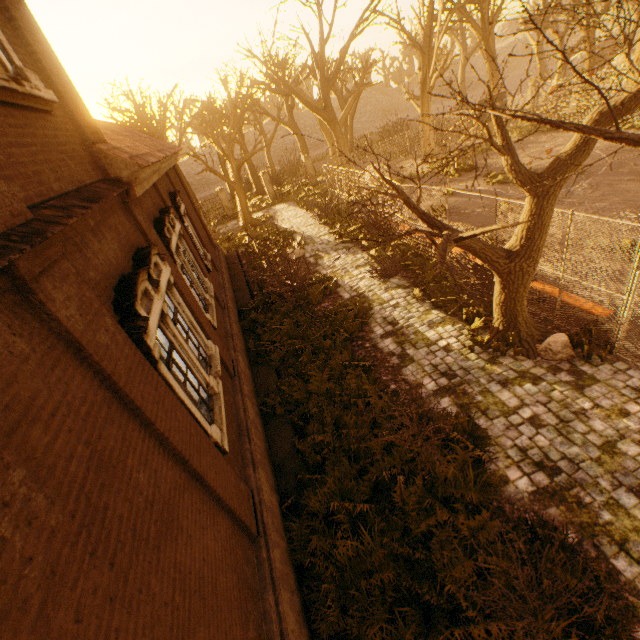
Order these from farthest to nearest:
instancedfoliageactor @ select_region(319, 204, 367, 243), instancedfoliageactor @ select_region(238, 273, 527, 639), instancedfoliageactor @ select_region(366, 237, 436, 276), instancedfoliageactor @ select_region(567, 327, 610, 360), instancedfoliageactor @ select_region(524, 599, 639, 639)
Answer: instancedfoliageactor @ select_region(319, 204, 367, 243), instancedfoliageactor @ select_region(366, 237, 436, 276), instancedfoliageactor @ select_region(567, 327, 610, 360), instancedfoliageactor @ select_region(238, 273, 527, 639), instancedfoliageactor @ select_region(524, 599, 639, 639)

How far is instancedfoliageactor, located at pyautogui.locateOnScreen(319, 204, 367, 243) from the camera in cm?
1633

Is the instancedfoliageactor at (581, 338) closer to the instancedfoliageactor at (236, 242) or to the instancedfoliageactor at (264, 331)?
the instancedfoliageactor at (264, 331)

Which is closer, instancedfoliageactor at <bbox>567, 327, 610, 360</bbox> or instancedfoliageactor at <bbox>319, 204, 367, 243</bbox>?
instancedfoliageactor at <bbox>567, 327, 610, 360</bbox>

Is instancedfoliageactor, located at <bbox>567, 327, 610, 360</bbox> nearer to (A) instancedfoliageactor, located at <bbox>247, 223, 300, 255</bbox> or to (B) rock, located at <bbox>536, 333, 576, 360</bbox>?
(B) rock, located at <bbox>536, 333, 576, 360</bbox>

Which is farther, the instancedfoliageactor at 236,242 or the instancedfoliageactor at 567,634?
the instancedfoliageactor at 236,242

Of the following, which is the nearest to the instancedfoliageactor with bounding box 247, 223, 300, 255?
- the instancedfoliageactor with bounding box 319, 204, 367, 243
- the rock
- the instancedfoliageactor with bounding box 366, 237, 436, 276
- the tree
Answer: the instancedfoliageactor with bounding box 319, 204, 367, 243

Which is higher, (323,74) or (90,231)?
(323,74)
